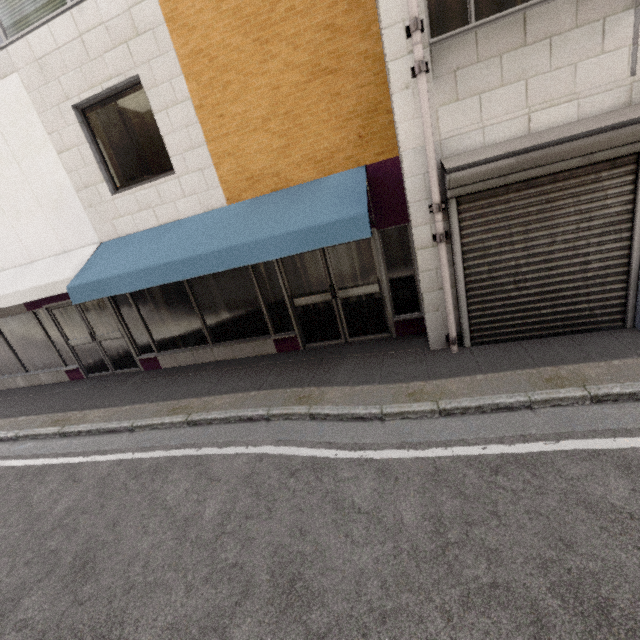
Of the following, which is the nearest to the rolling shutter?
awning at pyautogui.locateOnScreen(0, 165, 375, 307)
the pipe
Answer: the pipe

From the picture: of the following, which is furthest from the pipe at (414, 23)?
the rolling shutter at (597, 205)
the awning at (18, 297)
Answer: the awning at (18, 297)

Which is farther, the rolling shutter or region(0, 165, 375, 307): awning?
region(0, 165, 375, 307): awning

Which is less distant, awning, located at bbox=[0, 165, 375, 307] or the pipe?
the pipe

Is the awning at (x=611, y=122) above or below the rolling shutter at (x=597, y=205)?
above

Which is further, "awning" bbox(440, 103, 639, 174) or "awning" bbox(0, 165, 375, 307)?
"awning" bbox(0, 165, 375, 307)

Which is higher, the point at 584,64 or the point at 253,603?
the point at 584,64

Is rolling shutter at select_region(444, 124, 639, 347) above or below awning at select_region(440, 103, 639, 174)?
below
